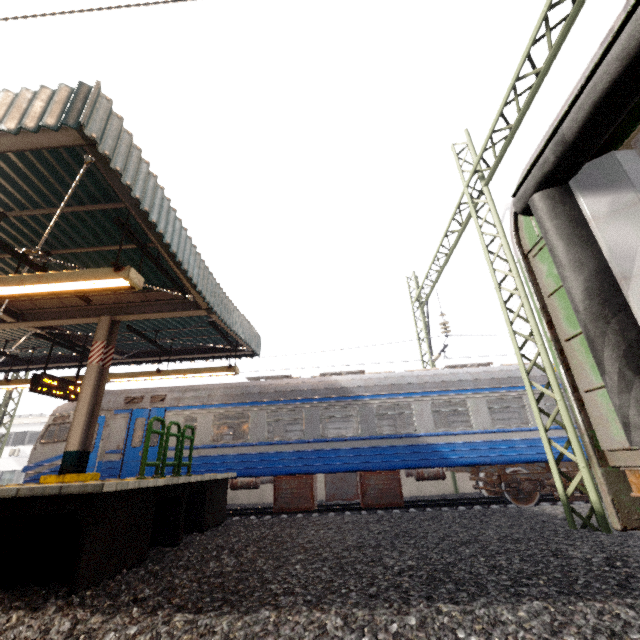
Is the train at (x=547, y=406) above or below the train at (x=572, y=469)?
above

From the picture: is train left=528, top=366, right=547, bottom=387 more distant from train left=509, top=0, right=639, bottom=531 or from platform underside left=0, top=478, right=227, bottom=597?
train left=509, top=0, right=639, bottom=531

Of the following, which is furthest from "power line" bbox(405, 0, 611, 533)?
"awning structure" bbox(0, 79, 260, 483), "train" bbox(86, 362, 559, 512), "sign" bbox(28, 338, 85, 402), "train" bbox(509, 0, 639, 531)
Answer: "sign" bbox(28, 338, 85, 402)

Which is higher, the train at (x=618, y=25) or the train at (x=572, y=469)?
the train at (x=618, y=25)

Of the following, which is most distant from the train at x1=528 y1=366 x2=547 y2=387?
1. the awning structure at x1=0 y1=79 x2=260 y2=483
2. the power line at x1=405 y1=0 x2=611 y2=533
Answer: the awning structure at x1=0 y1=79 x2=260 y2=483

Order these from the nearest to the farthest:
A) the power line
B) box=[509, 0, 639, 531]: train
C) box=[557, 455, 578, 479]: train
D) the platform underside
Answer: box=[509, 0, 639, 531]: train
the platform underside
the power line
box=[557, 455, 578, 479]: train

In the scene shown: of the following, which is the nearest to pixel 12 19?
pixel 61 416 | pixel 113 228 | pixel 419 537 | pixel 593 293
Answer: pixel 113 228

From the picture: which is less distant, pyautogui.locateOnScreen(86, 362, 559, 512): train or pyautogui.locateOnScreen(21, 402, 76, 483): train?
pyautogui.locateOnScreen(86, 362, 559, 512): train
